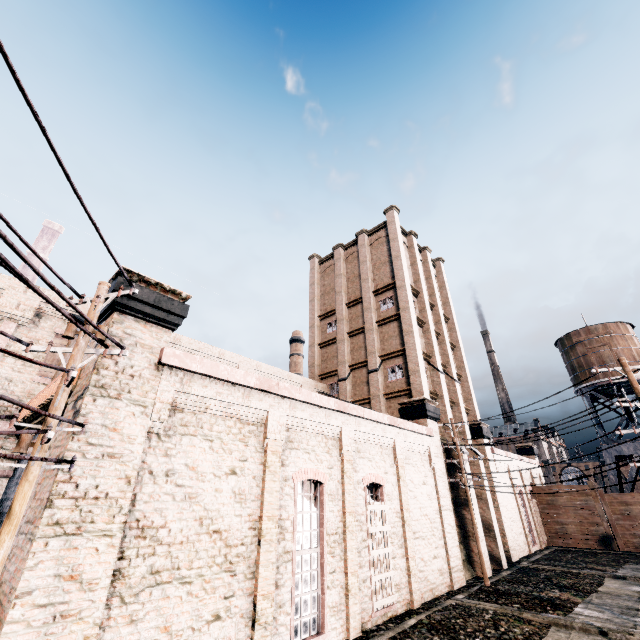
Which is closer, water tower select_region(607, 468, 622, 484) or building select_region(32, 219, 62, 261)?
water tower select_region(607, 468, 622, 484)

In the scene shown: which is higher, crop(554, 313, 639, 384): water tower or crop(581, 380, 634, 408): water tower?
crop(554, 313, 639, 384): water tower

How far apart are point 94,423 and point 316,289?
29.1m

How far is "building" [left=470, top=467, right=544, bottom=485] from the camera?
24.59m

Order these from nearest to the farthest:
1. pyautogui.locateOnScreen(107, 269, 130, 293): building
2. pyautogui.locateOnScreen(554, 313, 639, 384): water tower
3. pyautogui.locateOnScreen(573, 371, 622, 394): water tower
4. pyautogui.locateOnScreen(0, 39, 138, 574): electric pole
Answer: pyautogui.locateOnScreen(0, 39, 138, 574): electric pole
pyautogui.locateOnScreen(107, 269, 130, 293): building
pyautogui.locateOnScreen(573, 371, 622, 394): water tower
pyautogui.locateOnScreen(554, 313, 639, 384): water tower

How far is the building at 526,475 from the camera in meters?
24.6
